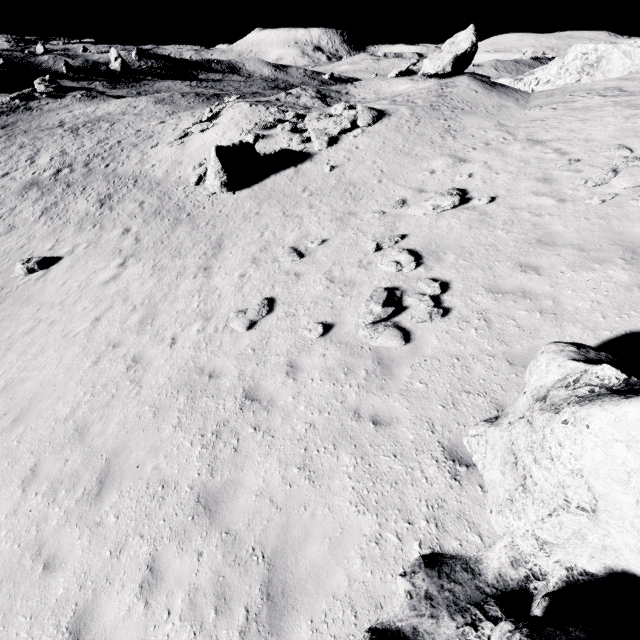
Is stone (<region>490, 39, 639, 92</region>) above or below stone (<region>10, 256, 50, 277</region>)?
above

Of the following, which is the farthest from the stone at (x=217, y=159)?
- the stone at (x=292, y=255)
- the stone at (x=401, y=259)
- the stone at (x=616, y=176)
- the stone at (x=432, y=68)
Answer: the stone at (x=432, y=68)

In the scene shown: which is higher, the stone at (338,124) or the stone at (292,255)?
the stone at (338,124)

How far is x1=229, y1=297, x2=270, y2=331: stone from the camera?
8.8m

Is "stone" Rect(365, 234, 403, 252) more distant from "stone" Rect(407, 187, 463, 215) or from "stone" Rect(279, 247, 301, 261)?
"stone" Rect(279, 247, 301, 261)

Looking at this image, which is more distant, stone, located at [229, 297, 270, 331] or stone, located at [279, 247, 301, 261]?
stone, located at [279, 247, 301, 261]

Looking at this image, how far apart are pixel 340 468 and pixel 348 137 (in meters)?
19.01

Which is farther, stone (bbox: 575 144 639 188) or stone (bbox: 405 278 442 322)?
stone (bbox: 575 144 639 188)
